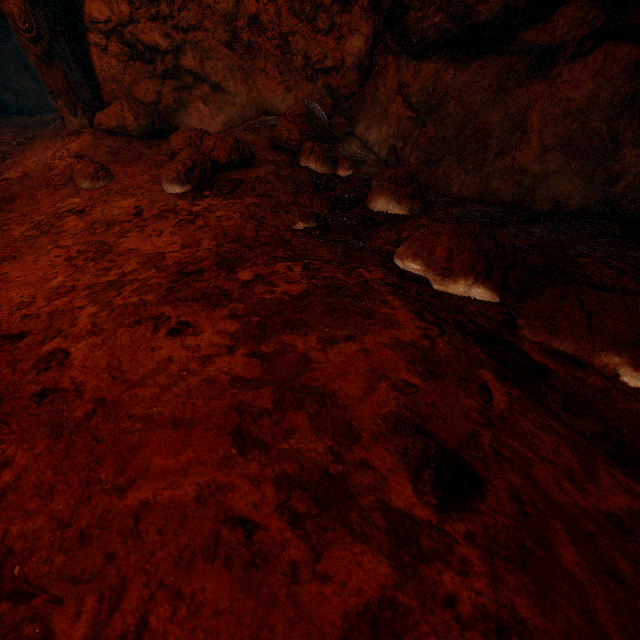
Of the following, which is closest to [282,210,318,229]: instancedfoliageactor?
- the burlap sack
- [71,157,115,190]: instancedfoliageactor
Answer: the burlap sack

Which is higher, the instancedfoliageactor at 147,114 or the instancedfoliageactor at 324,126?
the instancedfoliageactor at 147,114

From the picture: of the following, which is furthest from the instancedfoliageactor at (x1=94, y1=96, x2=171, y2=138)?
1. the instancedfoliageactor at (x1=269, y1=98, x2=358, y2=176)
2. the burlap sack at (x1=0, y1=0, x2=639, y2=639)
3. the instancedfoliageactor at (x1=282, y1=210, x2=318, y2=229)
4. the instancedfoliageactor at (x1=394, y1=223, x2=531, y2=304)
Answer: the instancedfoliageactor at (x1=394, y1=223, x2=531, y2=304)

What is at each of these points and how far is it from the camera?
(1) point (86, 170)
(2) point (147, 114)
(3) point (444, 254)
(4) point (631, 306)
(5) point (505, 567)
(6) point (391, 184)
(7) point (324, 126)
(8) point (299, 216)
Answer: (1) instancedfoliageactor, 1.8 meters
(2) instancedfoliageactor, 2.2 meters
(3) instancedfoliageactor, 0.9 meters
(4) instancedfoliageactor, 0.7 meters
(5) burlap sack, 0.4 meters
(6) instancedfoliageactor, 1.5 meters
(7) instancedfoliageactor, 1.9 meters
(8) instancedfoliageactor, 1.3 meters

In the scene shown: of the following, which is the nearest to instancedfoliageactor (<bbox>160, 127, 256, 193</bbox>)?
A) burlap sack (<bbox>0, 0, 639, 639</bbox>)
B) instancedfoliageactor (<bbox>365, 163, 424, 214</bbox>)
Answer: burlap sack (<bbox>0, 0, 639, 639</bbox>)

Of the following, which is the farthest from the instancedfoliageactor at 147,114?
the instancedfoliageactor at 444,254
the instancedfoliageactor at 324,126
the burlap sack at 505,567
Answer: the instancedfoliageactor at 444,254

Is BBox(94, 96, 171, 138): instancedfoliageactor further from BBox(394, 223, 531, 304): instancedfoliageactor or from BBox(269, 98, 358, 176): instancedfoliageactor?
BBox(394, 223, 531, 304): instancedfoliageactor

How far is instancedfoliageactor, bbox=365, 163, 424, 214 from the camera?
1.5 meters
